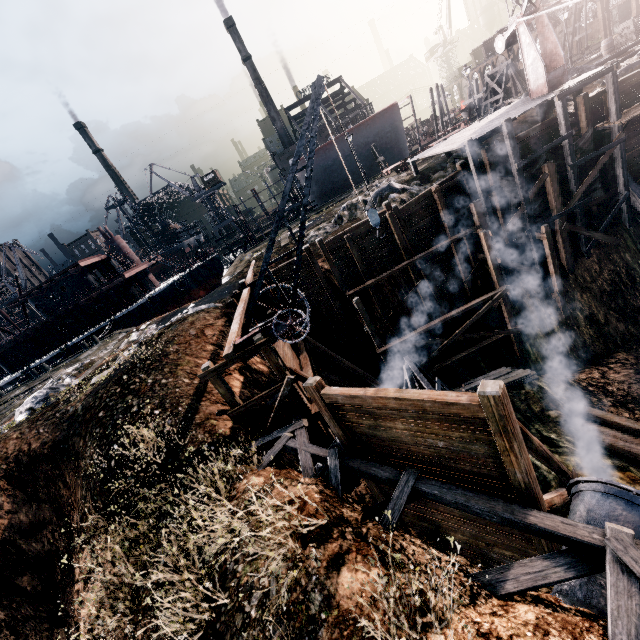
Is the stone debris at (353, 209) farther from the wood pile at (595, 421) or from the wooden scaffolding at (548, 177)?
the wood pile at (595, 421)

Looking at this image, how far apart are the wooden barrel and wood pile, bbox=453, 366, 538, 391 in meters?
37.0 m

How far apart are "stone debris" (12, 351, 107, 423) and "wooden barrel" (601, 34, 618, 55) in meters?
55.2

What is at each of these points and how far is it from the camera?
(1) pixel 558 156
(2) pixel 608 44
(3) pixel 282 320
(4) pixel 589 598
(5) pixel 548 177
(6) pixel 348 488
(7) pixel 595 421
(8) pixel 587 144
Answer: (1) cloth, 18.89m
(2) wooden barrel, 32.38m
(3) crane, 11.48m
(4) pipe, 6.07m
(5) wooden scaffolding, 18.84m
(6) pipe, 11.58m
(7) wood pile, 15.97m
(8) cloth, 19.00m

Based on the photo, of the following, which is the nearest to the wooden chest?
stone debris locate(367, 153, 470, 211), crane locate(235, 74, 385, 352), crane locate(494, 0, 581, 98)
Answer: crane locate(494, 0, 581, 98)

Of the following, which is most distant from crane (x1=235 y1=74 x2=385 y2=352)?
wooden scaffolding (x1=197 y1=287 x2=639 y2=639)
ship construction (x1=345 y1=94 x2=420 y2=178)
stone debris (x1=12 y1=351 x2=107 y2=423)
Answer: ship construction (x1=345 y1=94 x2=420 y2=178)

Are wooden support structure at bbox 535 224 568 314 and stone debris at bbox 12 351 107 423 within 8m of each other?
no

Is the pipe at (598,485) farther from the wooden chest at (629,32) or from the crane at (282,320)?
the wooden chest at (629,32)
